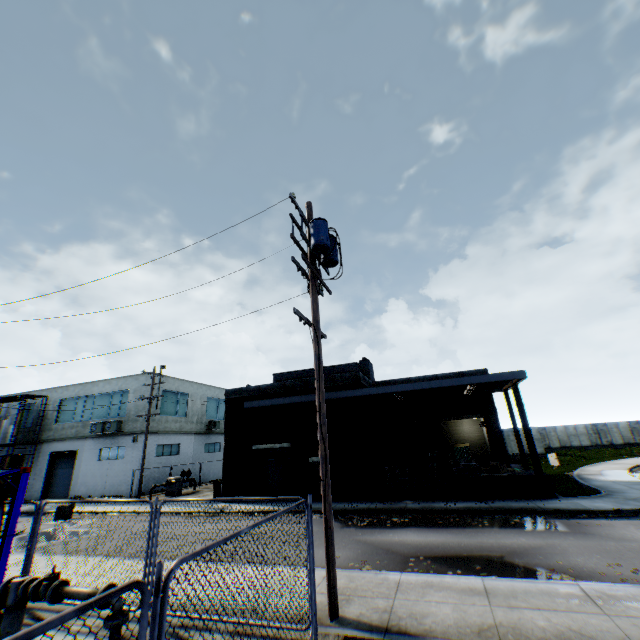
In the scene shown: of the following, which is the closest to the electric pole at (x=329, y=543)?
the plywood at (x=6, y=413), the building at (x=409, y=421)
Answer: the building at (x=409, y=421)

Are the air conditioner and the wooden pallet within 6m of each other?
no

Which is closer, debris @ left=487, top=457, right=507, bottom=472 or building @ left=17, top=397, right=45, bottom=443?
debris @ left=487, top=457, right=507, bottom=472

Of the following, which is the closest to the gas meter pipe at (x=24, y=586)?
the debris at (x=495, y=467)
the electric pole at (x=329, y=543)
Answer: the electric pole at (x=329, y=543)

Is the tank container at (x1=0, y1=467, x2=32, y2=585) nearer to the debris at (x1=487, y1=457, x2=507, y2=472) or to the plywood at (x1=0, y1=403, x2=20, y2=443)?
the debris at (x1=487, y1=457, x2=507, y2=472)

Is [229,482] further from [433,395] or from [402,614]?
[402,614]

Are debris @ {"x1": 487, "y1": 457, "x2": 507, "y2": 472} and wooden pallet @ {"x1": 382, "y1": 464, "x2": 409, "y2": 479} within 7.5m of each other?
yes

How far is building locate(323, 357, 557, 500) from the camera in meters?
17.0 m
